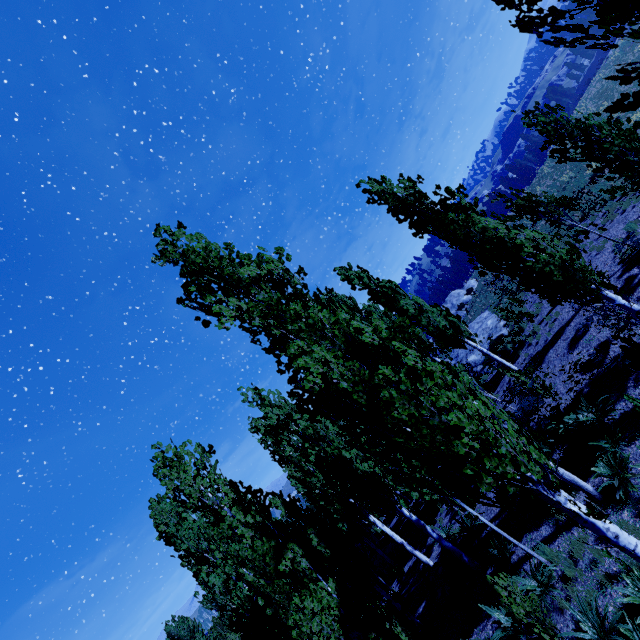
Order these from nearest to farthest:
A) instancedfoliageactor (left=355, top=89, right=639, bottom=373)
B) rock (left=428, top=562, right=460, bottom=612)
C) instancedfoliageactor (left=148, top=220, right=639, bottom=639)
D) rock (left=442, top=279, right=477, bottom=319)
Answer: instancedfoliageactor (left=148, top=220, right=639, bottom=639), instancedfoliageactor (left=355, top=89, right=639, bottom=373), rock (left=428, top=562, right=460, bottom=612), rock (left=442, top=279, right=477, bottom=319)

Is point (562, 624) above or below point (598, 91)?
below

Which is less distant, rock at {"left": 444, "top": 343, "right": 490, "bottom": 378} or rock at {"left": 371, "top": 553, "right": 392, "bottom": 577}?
rock at {"left": 371, "top": 553, "right": 392, "bottom": 577}

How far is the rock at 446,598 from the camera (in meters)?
11.60

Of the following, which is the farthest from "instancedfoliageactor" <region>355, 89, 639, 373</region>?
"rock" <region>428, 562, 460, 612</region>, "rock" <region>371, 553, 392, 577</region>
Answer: "rock" <region>428, 562, 460, 612</region>

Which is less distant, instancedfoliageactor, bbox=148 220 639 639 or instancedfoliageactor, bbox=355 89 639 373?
instancedfoliageactor, bbox=148 220 639 639

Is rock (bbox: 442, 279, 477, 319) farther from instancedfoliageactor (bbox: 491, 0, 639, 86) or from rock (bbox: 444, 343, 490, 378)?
rock (bbox: 444, 343, 490, 378)

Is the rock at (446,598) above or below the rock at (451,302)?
below
